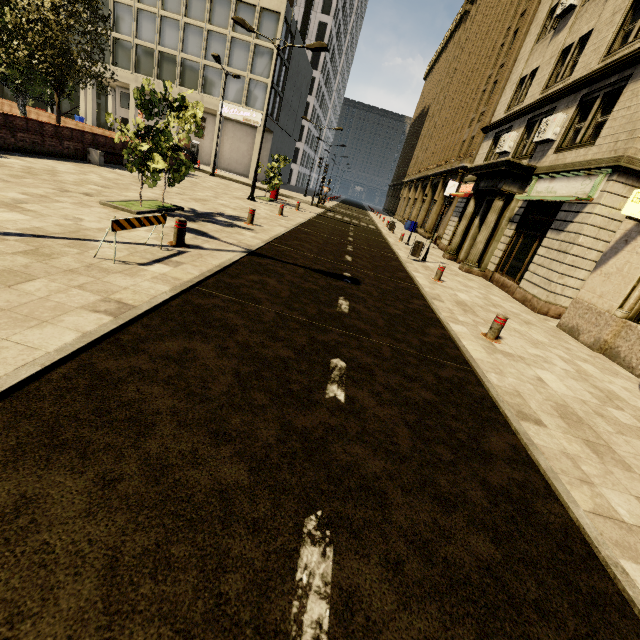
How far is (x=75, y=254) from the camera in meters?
4.9 m

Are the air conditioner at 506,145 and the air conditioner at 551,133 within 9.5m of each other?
yes

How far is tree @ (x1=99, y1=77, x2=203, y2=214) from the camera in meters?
7.7 m

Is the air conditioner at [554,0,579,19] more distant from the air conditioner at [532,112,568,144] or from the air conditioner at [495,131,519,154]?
the air conditioner at [532,112,568,144]

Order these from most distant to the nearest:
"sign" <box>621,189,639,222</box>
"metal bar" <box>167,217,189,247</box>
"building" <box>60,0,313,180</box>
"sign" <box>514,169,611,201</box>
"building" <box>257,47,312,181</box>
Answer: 1. "building" <box>257,47,312,181</box>
2. "building" <box>60,0,313,180</box>
3. "sign" <box>514,169,611,201</box>
4. "sign" <box>621,189,639,222</box>
5. "metal bar" <box>167,217,189,247</box>

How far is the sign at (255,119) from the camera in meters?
35.0 m

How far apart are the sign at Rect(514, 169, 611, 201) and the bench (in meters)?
18.45

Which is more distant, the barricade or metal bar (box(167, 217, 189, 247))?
metal bar (box(167, 217, 189, 247))
